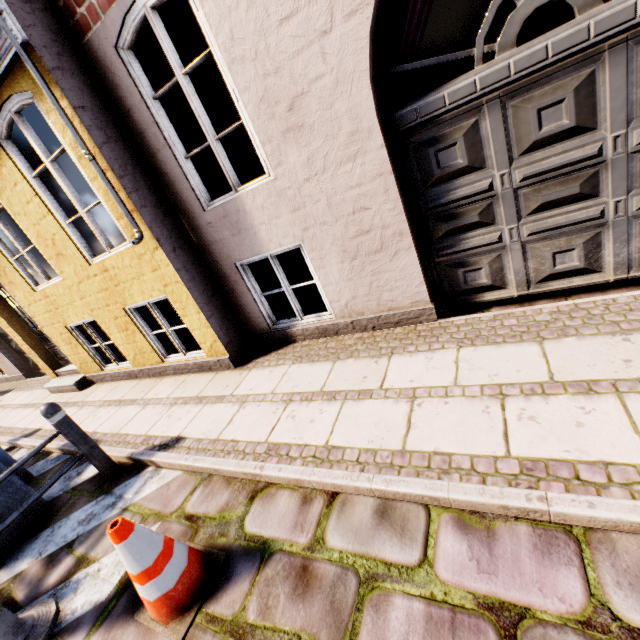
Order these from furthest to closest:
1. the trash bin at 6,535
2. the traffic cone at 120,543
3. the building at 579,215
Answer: the trash bin at 6,535, the building at 579,215, the traffic cone at 120,543

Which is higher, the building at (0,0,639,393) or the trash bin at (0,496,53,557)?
the building at (0,0,639,393)

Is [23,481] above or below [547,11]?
below

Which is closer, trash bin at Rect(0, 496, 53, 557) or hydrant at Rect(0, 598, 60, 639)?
hydrant at Rect(0, 598, 60, 639)

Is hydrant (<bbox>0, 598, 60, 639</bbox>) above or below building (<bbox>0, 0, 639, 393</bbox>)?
below

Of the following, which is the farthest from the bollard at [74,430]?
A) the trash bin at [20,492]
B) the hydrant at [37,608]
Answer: the hydrant at [37,608]

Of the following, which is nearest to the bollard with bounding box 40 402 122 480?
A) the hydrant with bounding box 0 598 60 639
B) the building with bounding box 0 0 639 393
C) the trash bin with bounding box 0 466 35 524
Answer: the trash bin with bounding box 0 466 35 524

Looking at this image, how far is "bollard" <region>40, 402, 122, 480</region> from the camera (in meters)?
3.26
